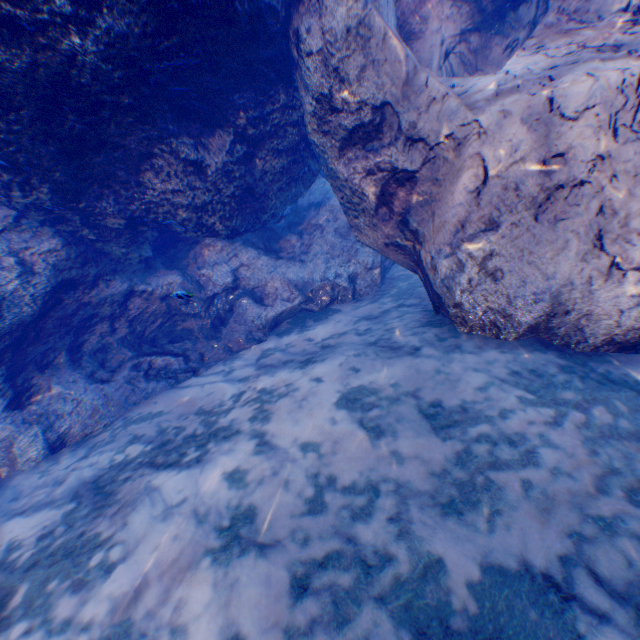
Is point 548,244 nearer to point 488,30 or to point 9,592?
point 488,30
